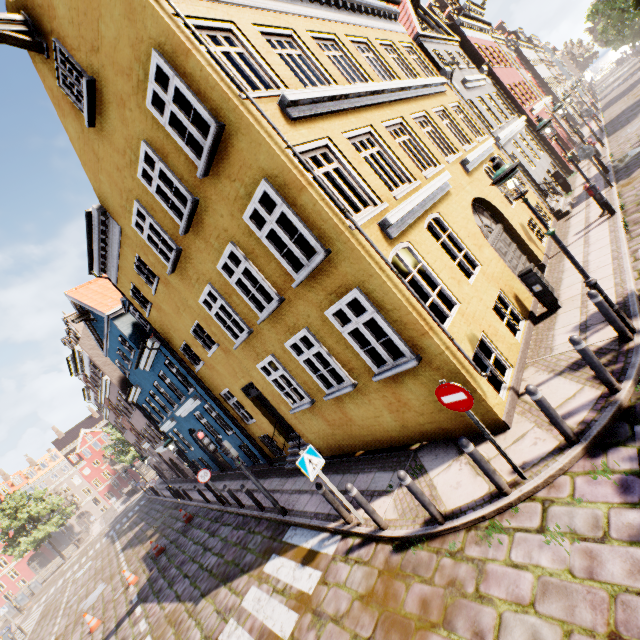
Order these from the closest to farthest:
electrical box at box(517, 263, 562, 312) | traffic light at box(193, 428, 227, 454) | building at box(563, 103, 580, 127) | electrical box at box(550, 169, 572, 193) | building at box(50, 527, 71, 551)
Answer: electrical box at box(517, 263, 562, 312), traffic light at box(193, 428, 227, 454), electrical box at box(550, 169, 572, 193), building at box(563, 103, 580, 127), building at box(50, 527, 71, 551)

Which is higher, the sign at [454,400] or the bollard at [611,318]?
the sign at [454,400]

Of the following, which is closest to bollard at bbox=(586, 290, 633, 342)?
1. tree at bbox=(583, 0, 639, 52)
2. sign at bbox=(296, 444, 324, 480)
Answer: tree at bbox=(583, 0, 639, 52)

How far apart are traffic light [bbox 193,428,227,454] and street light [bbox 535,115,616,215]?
13.61m

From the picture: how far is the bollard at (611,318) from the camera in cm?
554

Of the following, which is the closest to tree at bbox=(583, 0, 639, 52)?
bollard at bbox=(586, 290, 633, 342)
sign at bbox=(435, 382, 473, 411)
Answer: bollard at bbox=(586, 290, 633, 342)

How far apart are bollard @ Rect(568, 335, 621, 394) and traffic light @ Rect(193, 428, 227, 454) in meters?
8.4

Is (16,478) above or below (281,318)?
above
